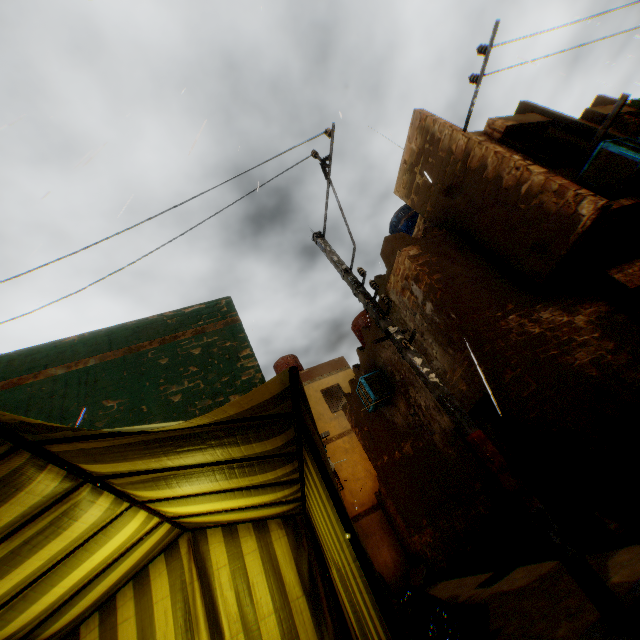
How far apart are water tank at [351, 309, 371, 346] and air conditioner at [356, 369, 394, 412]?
2.50m

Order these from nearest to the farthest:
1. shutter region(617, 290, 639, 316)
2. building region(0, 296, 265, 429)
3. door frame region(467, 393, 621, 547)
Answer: door frame region(467, 393, 621, 547) < building region(0, 296, 265, 429) < shutter region(617, 290, 639, 316)

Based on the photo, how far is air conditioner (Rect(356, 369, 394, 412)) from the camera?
9.0 meters

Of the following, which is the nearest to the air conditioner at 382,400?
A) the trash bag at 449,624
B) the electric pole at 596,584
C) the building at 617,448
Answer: the building at 617,448

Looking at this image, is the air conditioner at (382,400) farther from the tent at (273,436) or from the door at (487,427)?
the tent at (273,436)

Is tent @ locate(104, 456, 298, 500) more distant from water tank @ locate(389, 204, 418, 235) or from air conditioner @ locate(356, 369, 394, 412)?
water tank @ locate(389, 204, 418, 235)

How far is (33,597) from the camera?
Result: 2.3 meters

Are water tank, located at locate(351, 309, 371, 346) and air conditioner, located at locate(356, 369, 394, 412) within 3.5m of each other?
yes
